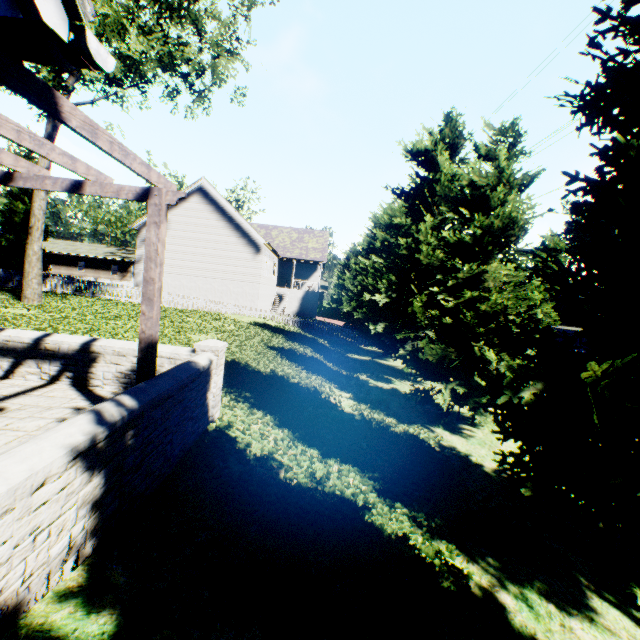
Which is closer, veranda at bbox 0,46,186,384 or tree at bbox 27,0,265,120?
veranda at bbox 0,46,186,384

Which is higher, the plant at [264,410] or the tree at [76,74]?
the tree at [76,74]

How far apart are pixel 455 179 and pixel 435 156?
1.4 meters

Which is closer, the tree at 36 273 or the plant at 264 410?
the plant at 264 410

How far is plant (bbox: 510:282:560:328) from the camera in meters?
36.6 m

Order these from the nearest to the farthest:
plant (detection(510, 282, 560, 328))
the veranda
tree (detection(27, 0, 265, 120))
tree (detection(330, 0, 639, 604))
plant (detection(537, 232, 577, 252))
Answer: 1. the veranda
2. tree (detection(330, 0, 639, 604))
3. tree (detection(27, 0, 265, 120))
4. plant (detection(510, 282, 560, 328))
5. plant (detection(537, 232, 577, 252))

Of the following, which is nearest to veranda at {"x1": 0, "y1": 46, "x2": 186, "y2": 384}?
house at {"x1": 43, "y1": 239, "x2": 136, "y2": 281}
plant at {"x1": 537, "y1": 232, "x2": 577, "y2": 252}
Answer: plant at {"x1": 537, "y1": 232, "x2": 577, "y2": 252}

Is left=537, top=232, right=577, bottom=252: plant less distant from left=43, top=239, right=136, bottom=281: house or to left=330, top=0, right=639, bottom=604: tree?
left=330, top=0, right=639, bottom=604: tree
